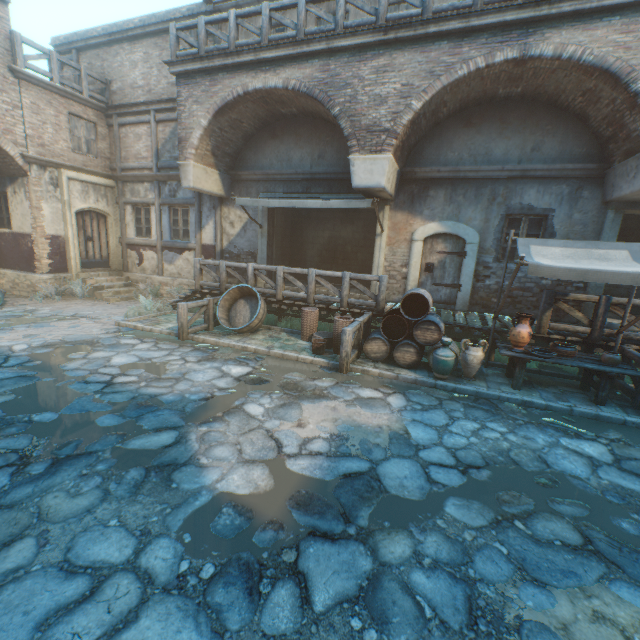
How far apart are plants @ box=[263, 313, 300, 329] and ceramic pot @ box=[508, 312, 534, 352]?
5.0m

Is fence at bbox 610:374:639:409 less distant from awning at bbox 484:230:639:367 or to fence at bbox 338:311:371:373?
awning at bbox 484:230:639:367

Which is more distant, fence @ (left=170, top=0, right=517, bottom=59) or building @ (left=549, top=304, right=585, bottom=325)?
building @ (left=549, top=304, right=585, bottom=325)

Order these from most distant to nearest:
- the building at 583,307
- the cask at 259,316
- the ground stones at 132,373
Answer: the cask at 259,316 < the building at 583,307 < the ground stones at 132,373

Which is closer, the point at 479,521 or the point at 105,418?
the point at 479,521

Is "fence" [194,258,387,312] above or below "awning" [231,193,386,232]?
below

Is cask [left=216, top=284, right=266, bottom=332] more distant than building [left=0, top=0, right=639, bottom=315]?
Yes

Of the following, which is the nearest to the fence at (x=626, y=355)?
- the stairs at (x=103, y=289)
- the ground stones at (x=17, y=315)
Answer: the ground stones at (x=17, y=315)
